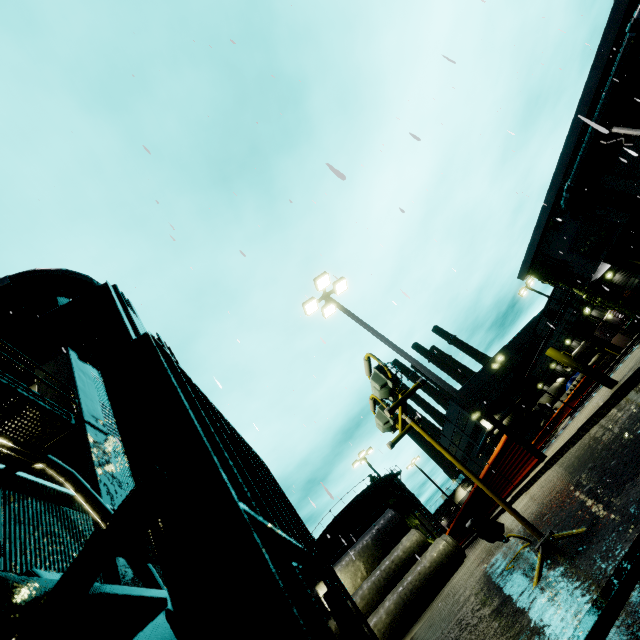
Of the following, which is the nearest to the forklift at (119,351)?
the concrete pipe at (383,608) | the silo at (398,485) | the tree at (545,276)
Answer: the silo at (398,485)

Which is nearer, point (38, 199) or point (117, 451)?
point (117, 451)

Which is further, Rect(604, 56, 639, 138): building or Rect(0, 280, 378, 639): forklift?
Rect(604, 56, 639, 138): building

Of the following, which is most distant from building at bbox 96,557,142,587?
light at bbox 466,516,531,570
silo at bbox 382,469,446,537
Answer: light at bbox 466,516,531,570

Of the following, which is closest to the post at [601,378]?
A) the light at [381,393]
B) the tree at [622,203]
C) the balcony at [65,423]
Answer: the light at [381,393]

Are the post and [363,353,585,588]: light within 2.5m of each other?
no

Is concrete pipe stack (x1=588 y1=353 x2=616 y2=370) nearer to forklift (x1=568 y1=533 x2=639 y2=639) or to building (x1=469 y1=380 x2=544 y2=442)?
building (x1=469 y1=380 x2=544 y2=442)

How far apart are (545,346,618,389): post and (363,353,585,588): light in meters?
4.6
